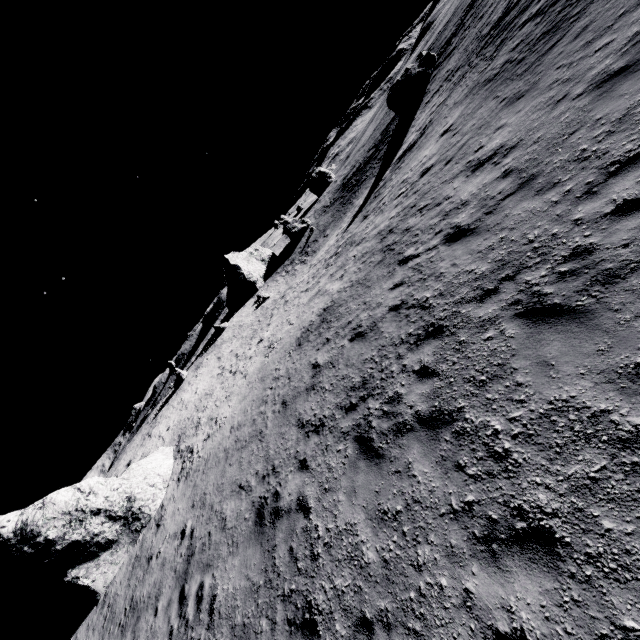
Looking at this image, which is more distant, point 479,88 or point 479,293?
point 479,88

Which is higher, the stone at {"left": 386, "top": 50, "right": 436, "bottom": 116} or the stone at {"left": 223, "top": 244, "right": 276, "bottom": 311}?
the stone at {"left": 223, "top": 244, "right": 276, "bottom": 311}

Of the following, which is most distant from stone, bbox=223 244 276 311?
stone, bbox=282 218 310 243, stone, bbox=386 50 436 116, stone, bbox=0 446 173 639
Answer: stone, bbox=0 446 173 639

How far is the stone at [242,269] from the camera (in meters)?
50.78

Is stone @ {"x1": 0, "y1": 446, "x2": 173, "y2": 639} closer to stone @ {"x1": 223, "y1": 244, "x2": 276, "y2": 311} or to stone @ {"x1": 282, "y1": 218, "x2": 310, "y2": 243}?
stone @ {"x1": 223, "y1": 244, "x2": 276, "y2": 311}

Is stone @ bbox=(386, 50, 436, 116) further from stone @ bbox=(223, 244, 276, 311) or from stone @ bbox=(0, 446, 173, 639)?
stone @ bbox=(0, 446, 173, 639)

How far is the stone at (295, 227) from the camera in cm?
5447

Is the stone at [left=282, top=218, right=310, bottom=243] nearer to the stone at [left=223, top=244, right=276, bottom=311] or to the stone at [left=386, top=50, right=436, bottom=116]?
the stone at [left=223, top=244, right=276, bottom=311]
